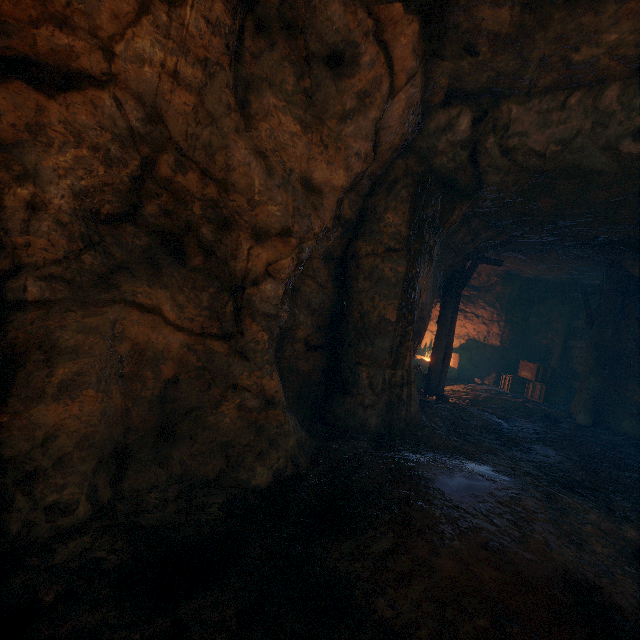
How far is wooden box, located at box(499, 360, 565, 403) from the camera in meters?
10.9

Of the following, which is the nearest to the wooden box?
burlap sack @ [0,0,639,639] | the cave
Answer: the cave

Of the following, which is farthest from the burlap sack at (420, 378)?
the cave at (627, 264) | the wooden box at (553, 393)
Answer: the wooden box at (553, 393)

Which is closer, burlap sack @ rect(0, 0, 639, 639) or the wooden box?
burlap sack @ rect(0, 0, 639, 639)

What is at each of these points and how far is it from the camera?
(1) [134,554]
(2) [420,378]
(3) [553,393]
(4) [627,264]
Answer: (1) burlap sack, 2.2 meters
(2) burlap sack, 9.3 meters
(3) wooden box, 11.0 meters
(4) cave, 7.5 meters

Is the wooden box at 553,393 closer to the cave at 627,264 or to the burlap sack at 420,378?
the cave at 627,264

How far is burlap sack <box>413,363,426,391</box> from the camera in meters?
9.2 m
